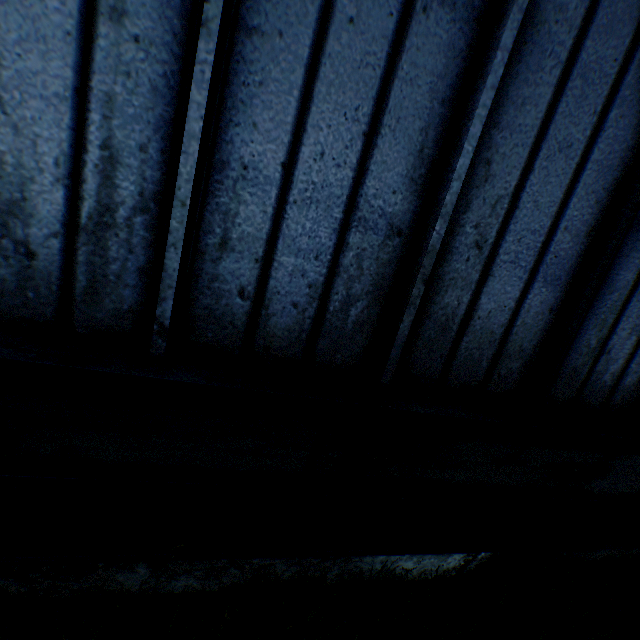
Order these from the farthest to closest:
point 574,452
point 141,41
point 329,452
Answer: point 574,452 → point 329,452 → point 141,41
